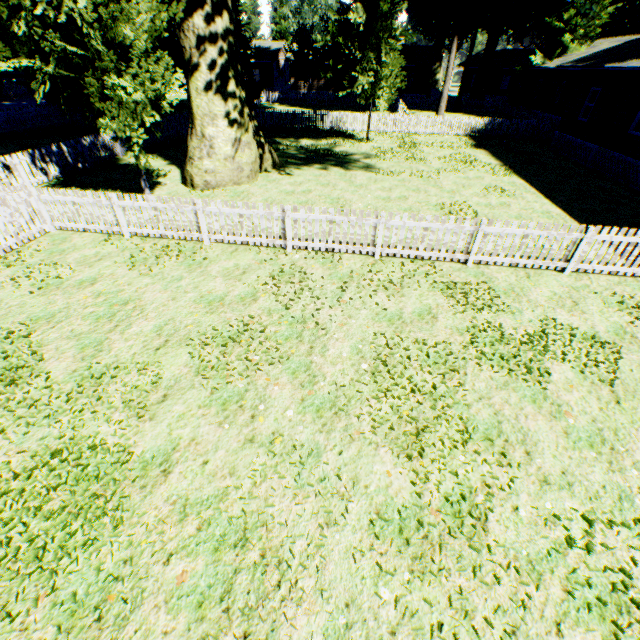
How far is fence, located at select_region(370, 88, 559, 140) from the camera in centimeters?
2452cm

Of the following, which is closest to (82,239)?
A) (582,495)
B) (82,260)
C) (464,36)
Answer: (82,260)

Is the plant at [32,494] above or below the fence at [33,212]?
below

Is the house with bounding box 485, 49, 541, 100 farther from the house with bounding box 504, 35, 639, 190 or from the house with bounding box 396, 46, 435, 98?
the house with bounding box 396, 46, 435, 98

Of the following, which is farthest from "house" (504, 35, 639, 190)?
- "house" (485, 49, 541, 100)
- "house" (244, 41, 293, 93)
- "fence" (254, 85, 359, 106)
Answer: "house" (244, 41, 293, 93)

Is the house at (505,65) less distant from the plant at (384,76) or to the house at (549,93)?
the plant at (384,76)

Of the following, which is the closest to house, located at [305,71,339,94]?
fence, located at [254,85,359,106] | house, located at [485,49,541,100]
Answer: fence, located at [254,85,359,106]

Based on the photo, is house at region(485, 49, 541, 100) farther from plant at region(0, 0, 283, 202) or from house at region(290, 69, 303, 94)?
house at region(290, 69, 303, 94)
